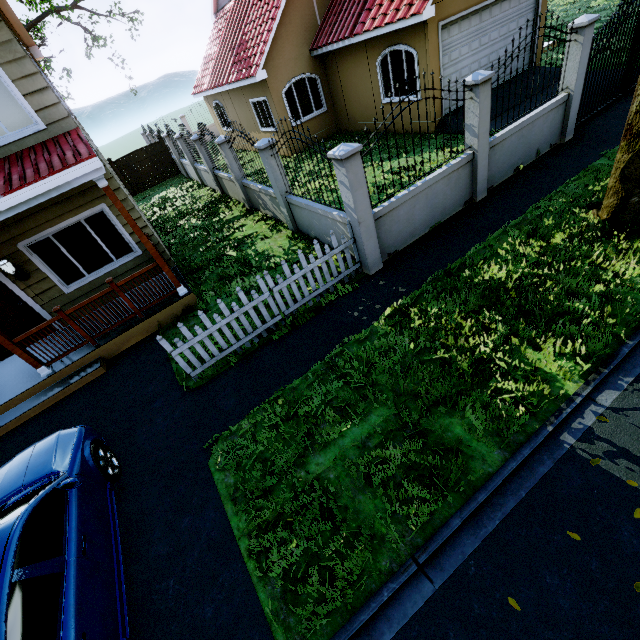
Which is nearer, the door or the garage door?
the door

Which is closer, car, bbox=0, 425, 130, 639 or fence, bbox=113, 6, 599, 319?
car, bbox=0, 425, 130, 639

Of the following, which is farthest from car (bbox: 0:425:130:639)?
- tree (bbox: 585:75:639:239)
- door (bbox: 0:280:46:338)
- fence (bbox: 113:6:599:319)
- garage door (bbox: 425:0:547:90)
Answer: garage door (bbox: 425:0:547:90)

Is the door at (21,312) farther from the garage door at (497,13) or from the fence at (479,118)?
the garage door at (497,13)

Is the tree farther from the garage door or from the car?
the car

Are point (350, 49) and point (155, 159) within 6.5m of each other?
no

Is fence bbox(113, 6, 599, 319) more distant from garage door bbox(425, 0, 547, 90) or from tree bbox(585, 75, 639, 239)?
garage door bbox(425, 0, 547, 90)

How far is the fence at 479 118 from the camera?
5.93m
